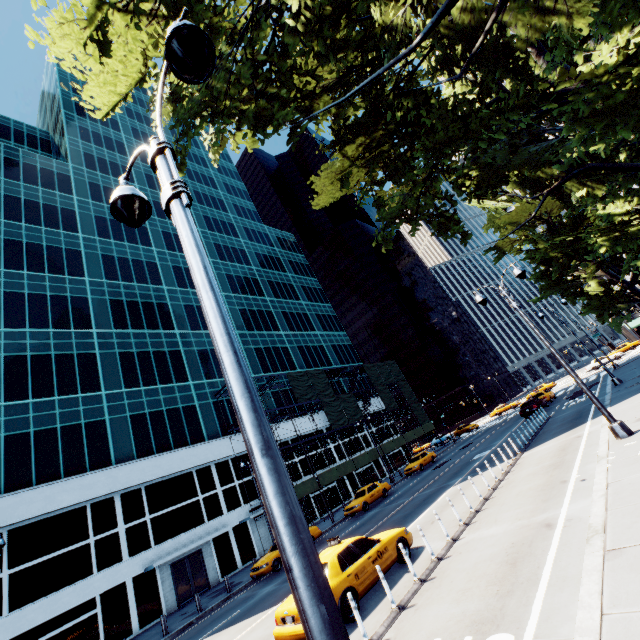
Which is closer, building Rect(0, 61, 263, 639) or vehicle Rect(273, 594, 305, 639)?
vehicle Rect(273, 594, 305, 639)

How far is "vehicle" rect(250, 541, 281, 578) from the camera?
19.1 meters

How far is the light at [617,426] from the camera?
11.3 meters

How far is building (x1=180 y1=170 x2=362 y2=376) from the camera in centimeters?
4469cm

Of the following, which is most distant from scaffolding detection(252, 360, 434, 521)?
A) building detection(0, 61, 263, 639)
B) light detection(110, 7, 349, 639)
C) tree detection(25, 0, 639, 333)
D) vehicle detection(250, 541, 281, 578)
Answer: light detection(110, 7, 349, 639)

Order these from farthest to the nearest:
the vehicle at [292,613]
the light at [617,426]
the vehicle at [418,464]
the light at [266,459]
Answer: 1. the vehicle at [418,464]
2. the light at [617,426]
3. the vehicle at [292,613]
4. the light at [266,459]

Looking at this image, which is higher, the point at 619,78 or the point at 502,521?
the point at 619,78

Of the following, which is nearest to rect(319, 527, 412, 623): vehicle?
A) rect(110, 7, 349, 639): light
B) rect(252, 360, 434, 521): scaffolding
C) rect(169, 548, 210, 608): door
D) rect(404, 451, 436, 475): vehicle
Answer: rect(110, 7, 349, 639): light
